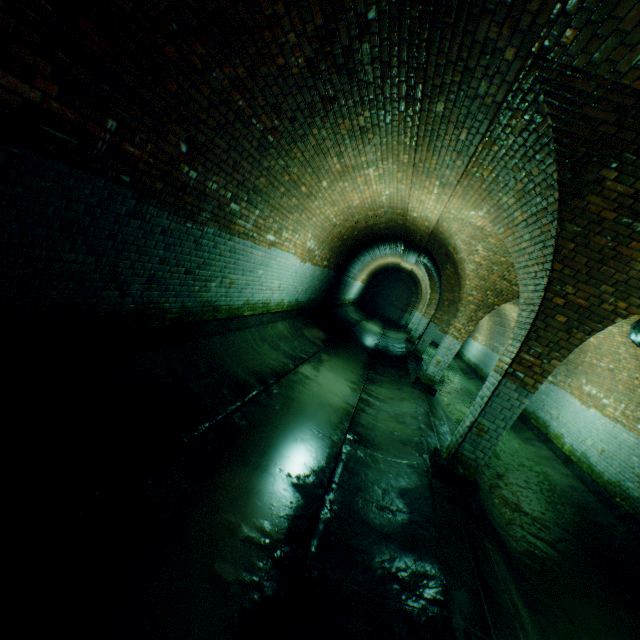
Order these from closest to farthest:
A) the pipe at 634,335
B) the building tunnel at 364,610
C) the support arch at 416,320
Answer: the building tunnel at 364,610 < the support arch at 416,320 < the pipe at 634,335

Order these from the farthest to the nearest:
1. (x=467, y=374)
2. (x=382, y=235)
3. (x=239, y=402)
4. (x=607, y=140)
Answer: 1. (x=467, y=374)
2. (x=382, y=235)
3. (x=239, y=402)
4. (x=607, y=140)

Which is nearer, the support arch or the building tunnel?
the building tunnel

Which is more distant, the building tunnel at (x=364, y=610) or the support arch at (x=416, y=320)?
the support arch at (x=416, y=320)

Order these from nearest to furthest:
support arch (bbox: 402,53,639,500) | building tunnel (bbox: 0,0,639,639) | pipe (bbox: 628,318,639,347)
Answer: building tunnel (bbox: 0,0,639,639), support arch (bbox: 402,53,639,500), pipe (bbox: 628,318,639,347)

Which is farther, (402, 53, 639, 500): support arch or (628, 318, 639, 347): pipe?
(628, 318, 639, 347): pipe

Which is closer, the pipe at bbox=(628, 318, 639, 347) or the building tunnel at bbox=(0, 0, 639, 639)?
the building tunnel at bbox=(0, 0, 639, 639)
